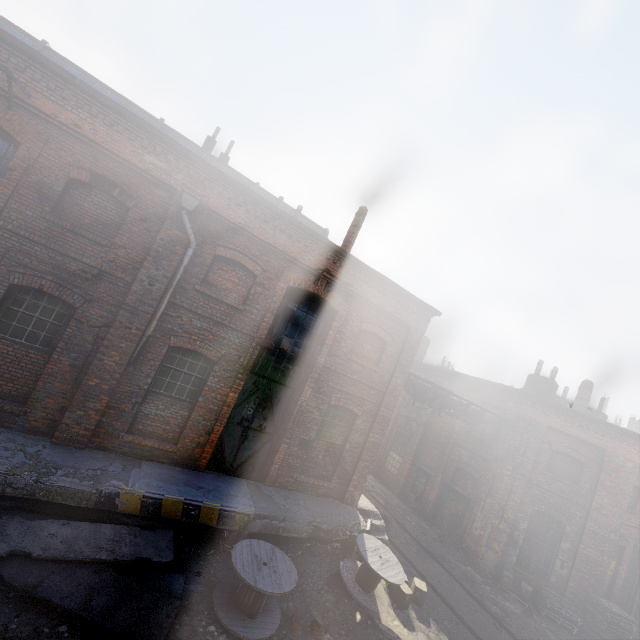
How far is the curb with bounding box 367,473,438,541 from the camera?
15.3m

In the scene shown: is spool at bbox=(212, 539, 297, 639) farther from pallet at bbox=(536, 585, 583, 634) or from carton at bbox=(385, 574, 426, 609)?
pallet at bbox=(536, 585, 583, 634)

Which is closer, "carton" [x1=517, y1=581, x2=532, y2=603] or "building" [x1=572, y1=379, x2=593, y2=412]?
"carton" [x1=517, y1=581, x2=532, y2=603]

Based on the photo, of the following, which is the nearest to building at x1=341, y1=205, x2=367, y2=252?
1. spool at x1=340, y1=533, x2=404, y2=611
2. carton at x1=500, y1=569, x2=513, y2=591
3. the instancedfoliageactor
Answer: spool at x1=340, y1=533, x2=404, y2=611

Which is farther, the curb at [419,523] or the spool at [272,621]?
→ the curb at [419,523]

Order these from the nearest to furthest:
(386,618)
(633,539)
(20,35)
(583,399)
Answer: (386,618), (20,35), (633,539), (583,399)

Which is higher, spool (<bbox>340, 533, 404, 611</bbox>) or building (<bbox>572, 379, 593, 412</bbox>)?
building (<bbox>572, 379, 593, 412</bbox>)

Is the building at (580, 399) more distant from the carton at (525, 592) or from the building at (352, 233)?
the building at (352, 233)
